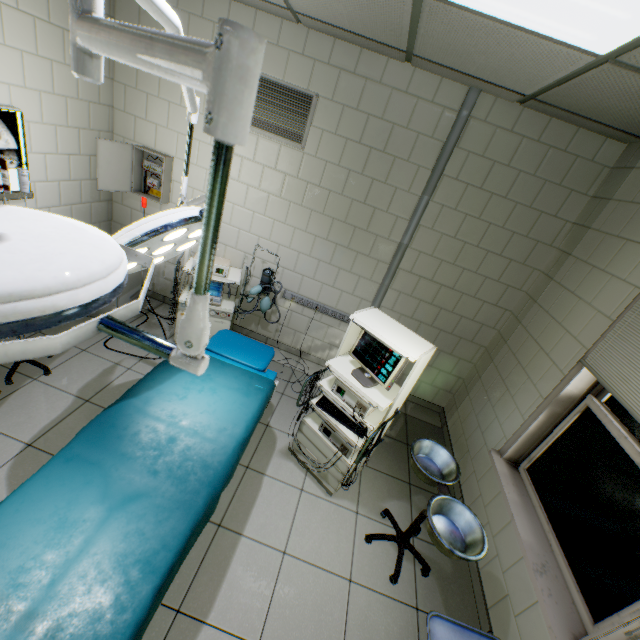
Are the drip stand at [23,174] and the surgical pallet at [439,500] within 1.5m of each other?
no

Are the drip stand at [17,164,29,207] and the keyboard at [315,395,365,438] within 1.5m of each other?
no

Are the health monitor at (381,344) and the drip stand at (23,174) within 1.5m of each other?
no

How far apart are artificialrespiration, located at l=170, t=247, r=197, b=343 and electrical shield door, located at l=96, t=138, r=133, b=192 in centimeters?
101cm

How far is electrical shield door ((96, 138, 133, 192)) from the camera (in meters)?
3.22

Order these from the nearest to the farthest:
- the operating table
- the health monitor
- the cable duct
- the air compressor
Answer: the operating table → the health monitor → the cable duct → the air compressor

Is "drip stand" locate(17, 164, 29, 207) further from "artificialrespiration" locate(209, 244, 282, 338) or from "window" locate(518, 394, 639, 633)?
"window" locate(518, 394, 639, 633)

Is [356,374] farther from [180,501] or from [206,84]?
[206,84]
